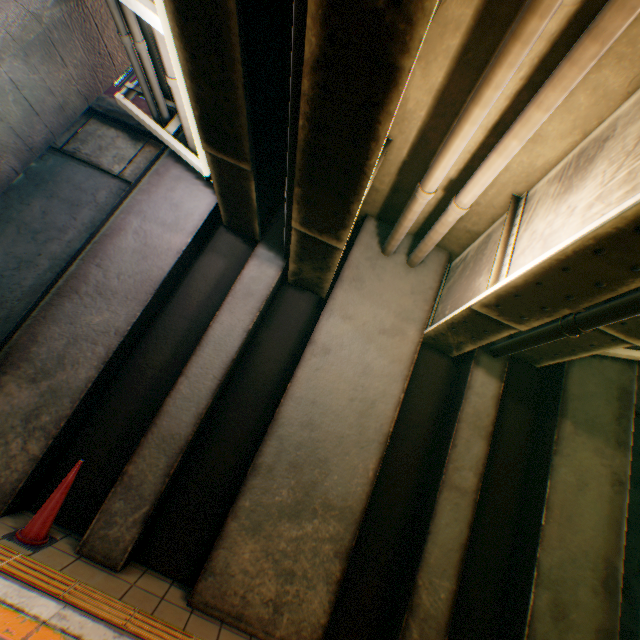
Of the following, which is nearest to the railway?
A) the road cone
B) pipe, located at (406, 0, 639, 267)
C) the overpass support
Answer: the overpass support

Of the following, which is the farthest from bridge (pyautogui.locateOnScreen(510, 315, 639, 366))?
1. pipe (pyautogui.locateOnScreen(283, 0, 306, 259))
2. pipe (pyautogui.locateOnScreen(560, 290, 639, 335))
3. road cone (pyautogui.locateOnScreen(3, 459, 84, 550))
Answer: road cone (pyautogui.locateOnScreen(3, 459, 84, 550))

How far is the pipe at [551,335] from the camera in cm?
378

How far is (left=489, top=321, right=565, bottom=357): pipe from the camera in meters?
3.8 m

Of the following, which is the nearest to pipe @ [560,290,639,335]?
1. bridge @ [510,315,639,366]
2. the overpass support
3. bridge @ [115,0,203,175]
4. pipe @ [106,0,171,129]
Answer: bridge @ [510,315,639,366]

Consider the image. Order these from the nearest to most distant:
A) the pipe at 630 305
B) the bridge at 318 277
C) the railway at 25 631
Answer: the bridge at 318 277 → the railway at 25 631 → the pipe at 630 305

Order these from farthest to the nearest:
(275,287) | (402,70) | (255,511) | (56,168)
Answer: (56,168) → (275,287) → (255,511) → (402,70)

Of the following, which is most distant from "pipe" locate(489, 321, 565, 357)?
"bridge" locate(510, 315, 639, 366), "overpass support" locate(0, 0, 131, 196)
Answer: "overpass support" locate(0, 0, 131, 196)
